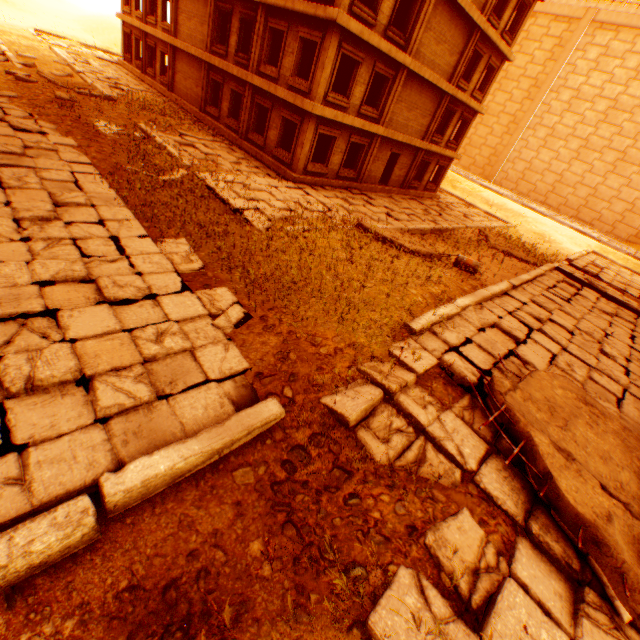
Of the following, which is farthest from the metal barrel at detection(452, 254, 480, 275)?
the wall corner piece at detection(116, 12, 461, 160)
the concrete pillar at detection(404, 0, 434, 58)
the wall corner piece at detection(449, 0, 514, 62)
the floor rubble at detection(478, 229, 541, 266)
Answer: the concrete pillar at detection(404, 0, 434, 58)

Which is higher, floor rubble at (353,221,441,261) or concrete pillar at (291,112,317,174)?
concrete pillar at (291,112,317,174)

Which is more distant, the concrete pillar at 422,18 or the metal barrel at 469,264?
the concrete pillar at 422,18

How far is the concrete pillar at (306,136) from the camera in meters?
14.7

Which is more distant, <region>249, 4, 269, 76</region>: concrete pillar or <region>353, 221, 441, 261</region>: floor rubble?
<region>249, 4, 269, 76</region>: concrete pillar

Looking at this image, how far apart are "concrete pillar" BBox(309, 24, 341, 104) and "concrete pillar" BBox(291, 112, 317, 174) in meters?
0.4

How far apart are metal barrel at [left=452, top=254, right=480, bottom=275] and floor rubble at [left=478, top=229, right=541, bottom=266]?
6.54m

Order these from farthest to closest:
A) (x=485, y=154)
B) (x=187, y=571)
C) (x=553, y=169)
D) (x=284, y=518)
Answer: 1. (x=485, y=154)
2. (x=553, y=169)
3. (x=284, y=518)
4. (x=187, y=571)
